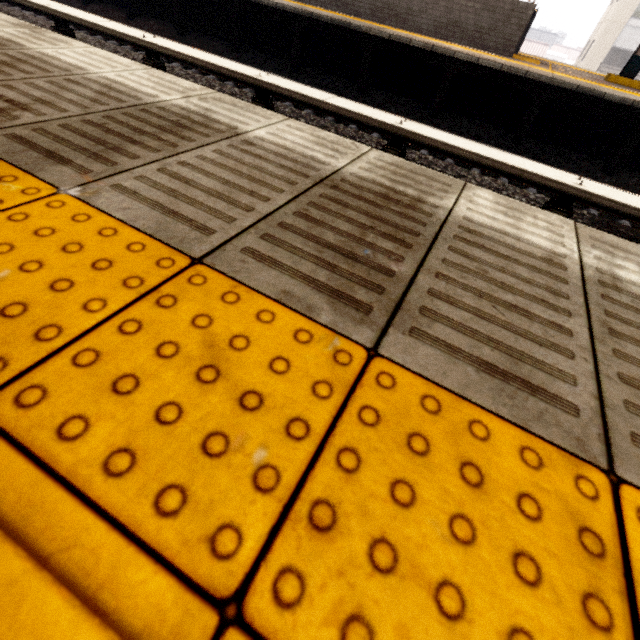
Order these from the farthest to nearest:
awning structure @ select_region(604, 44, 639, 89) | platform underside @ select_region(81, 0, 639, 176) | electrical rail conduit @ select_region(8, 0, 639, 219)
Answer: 1. awning structure @ select_region(604, 44, 639, 89)
2. platform underside @ select_region(81, 0, 639, 176)
3. electrical rail conduit @ select_region(8, 0, 639, 219)

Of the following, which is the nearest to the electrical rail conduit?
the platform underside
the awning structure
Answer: the platform underside

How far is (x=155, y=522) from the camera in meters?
0.4 m

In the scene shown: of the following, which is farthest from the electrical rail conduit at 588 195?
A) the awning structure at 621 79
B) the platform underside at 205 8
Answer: the awning structure at 621 79

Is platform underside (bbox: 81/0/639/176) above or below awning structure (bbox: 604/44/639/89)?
below

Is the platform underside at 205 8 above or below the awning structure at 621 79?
below
